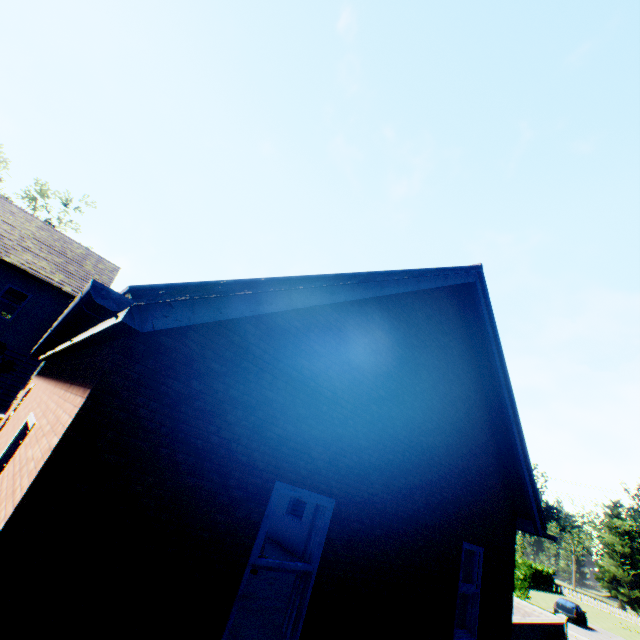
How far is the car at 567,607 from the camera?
29.6m

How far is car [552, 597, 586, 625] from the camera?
29.6m

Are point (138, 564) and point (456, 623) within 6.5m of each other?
no
